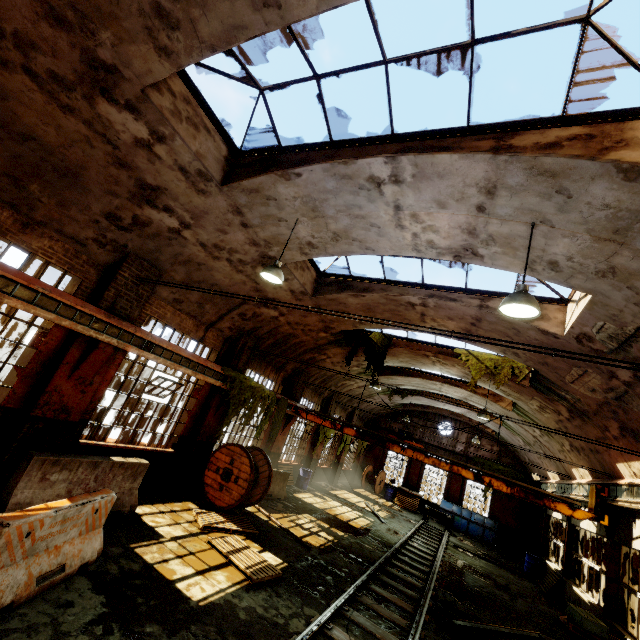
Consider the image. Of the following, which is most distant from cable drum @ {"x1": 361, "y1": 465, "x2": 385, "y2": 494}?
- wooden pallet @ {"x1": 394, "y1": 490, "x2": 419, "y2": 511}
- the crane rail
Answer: the crane rail

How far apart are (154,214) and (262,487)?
8.9m

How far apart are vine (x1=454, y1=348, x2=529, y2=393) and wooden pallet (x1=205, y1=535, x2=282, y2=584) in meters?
8.8

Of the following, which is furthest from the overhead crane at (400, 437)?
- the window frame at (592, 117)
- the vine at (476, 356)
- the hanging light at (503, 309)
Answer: the window frame at (592, 117)

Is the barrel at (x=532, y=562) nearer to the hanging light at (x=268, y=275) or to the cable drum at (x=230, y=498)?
the cable drum at (x=230, y=498)

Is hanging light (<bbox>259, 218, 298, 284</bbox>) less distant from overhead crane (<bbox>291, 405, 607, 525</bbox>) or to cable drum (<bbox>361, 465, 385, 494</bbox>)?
overhead crane (<bbox>291, 405, 607, 525</bbox>)

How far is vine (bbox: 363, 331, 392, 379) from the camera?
14.2m

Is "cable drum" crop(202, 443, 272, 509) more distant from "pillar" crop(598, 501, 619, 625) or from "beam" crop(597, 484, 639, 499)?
"pillar" crop(598, 501, 619, 625)
